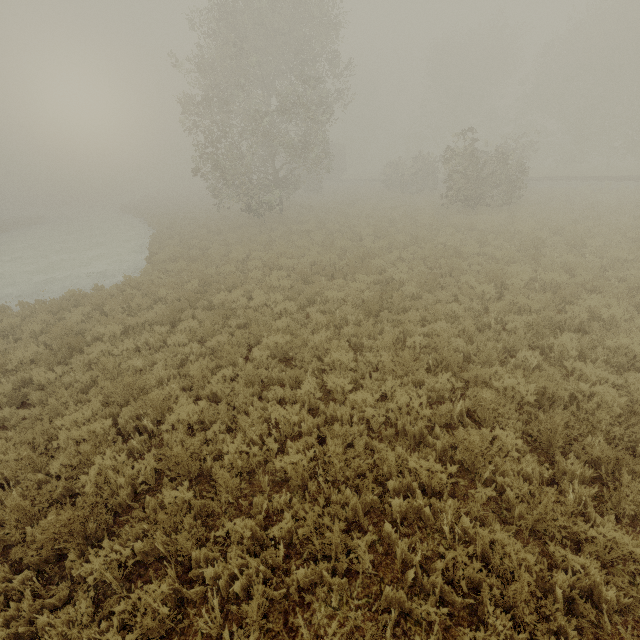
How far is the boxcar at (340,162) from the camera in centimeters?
4522cm

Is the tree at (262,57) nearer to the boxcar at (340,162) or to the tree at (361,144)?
the boxcar at (340,162)

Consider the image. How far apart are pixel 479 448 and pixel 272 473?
3.1m

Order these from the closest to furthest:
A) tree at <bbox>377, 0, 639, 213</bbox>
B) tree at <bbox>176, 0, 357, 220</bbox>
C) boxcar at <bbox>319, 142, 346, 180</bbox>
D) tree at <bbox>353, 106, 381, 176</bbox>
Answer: tree at <bbox>176, 0, 357, 220</bbox> < tree at <bbox>377, 0, 639, 213</bbox> < boxcar at <bbox>319, 142, 346, 180</bbox> < tree at <bbox>353, 106, 381, 176</bbox>

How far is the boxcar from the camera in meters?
45.2

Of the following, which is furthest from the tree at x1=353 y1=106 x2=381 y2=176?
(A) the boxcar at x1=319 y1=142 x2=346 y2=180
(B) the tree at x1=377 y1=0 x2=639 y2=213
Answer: (B) the tree at x1=377 y1=0 x2=639 y2=213

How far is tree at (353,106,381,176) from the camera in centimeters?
5413cm

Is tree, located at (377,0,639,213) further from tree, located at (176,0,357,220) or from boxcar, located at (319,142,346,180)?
boxcar, located at (319,142,346,180)
